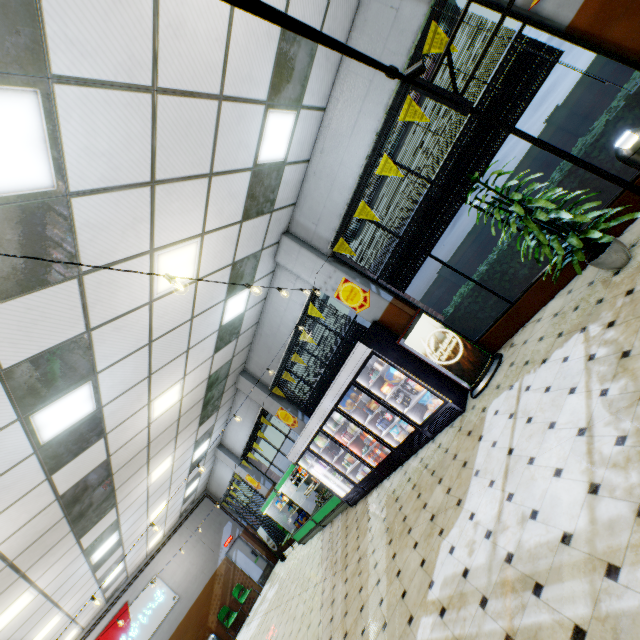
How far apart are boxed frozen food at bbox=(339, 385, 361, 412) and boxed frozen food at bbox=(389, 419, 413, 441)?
0.99m

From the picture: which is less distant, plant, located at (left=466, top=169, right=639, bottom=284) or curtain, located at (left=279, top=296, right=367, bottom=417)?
plant, located at (left=466, top=169, right=639, bottom=284)

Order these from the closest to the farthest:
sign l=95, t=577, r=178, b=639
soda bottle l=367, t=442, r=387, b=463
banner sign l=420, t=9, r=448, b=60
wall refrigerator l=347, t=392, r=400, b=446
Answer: banner sign l=420, t=9, r=448, b=60 → wall refrigerator l=347, t=392, r=400, b=446 → soda bottle l=367, t=442, r=387, b=463 → sign l=95, t=577, r=178, b=639

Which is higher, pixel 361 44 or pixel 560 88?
pixel 361 44

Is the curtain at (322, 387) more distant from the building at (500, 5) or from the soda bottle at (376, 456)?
the soda bottle at (376, 456)

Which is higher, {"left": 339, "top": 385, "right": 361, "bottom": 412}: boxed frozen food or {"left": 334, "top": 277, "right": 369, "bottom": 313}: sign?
{"left": 334, "top": 277, "right": 369, "bottom": 313}: sign

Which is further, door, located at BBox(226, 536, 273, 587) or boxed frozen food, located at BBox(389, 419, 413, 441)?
door, located at BBox(226, 536, 273, 587)

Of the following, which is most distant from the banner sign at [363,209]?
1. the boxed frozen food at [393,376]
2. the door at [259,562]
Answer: the door at [259,562]
